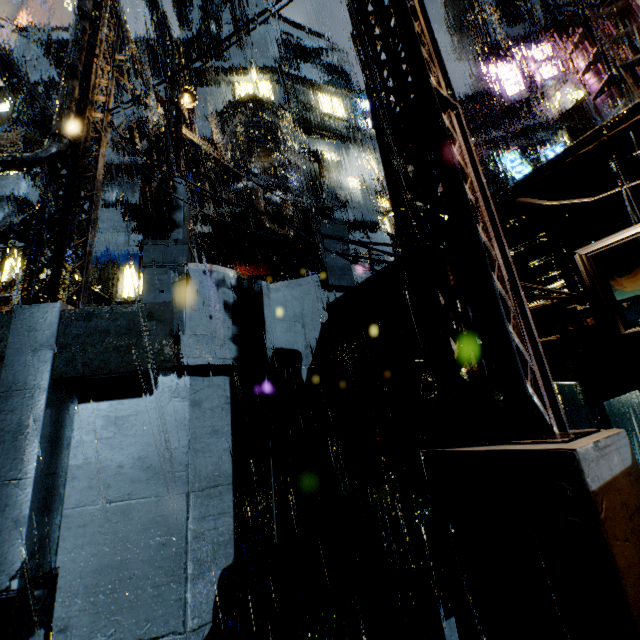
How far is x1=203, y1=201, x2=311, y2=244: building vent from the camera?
14.9 meters

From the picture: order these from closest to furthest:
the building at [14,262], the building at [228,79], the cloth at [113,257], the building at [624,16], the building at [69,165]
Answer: the building at [624,16]
the building at [69,165]
the building at [14,262]
the building at [228,79]
the cloth at [113,257]

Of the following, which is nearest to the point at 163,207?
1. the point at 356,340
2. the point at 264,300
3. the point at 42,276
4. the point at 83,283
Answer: the point at 83,283

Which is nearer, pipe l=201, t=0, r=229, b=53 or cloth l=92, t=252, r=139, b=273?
pipe l=201, t=0, r=229, b=53

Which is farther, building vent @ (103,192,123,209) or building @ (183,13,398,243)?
building vent @ (103,192,123,209)

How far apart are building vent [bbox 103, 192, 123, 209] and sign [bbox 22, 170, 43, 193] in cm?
A: 583

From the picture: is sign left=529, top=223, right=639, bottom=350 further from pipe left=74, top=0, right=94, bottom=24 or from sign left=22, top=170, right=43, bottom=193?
sign left=22, top=170, right=43, bottom=193

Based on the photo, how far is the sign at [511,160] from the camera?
19.9 meters
